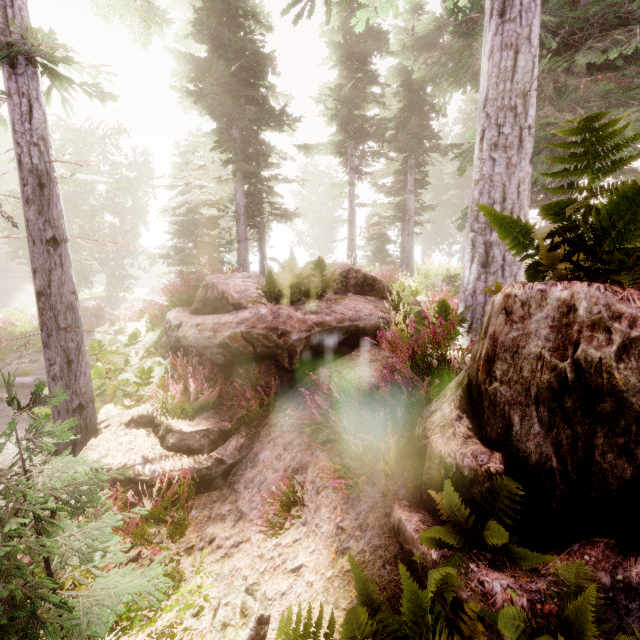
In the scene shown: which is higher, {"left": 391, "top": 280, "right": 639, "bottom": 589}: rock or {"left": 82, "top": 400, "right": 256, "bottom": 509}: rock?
{"left": 391, "top": 280, "right": 639, "bottom": 589}: rock

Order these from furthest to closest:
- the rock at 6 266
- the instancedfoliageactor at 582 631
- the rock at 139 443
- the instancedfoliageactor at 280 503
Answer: the rock at 6 266, the rock at 139 443, the instancedfoliageactor at 280 503, the instancedfoliageactor at 582 631

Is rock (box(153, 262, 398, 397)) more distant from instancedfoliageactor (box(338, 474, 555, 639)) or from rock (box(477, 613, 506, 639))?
rock (box(477, 613, 506, 639))

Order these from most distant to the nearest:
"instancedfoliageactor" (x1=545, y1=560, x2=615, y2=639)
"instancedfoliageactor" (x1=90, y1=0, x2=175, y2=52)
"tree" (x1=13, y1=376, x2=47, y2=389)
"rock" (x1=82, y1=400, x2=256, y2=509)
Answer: "tree" (x1=13, y1=376, x2=47, y2=389) → "instancedfoliageactor" (x1=90, y1=0, x2=175, y2=52) → "rock" (x1=82, y1=400, x2=256, y2=509) → "instancedfoliageactor" (x1=545, y1=560, x2=615, y2=639)

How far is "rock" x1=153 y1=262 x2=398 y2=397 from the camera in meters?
6.2 m

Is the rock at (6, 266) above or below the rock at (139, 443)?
above

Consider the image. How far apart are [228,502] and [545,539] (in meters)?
3.78
